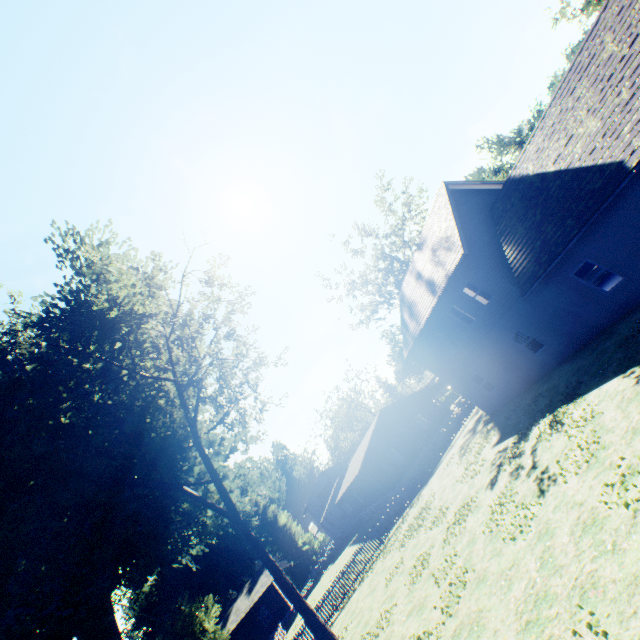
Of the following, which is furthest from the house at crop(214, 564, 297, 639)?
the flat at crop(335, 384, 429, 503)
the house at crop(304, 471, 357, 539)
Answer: the flat at crop(335, 384, 429, 503)

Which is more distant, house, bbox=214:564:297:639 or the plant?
house, bbox=214:564:297:639

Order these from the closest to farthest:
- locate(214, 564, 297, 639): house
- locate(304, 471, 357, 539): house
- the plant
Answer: the plant < locate(214, 564, 297, 639): house < locate(304, 471, 357, 539): house

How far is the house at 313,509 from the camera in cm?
4872

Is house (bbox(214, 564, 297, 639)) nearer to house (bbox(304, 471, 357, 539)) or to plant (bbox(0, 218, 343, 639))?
plant (bbox(0, 218, 343, 639))

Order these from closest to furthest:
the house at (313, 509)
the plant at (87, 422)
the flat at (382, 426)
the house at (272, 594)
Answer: the plant at (87, 422)
the flat at (382, 426)
the house at (272, 594)
the house at (313, 509)

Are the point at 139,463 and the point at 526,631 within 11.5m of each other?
no

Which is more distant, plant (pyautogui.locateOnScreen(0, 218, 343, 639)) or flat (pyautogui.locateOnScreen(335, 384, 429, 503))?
flat (pyautogui.locateOnScreen(335, 384, 429, 503))
